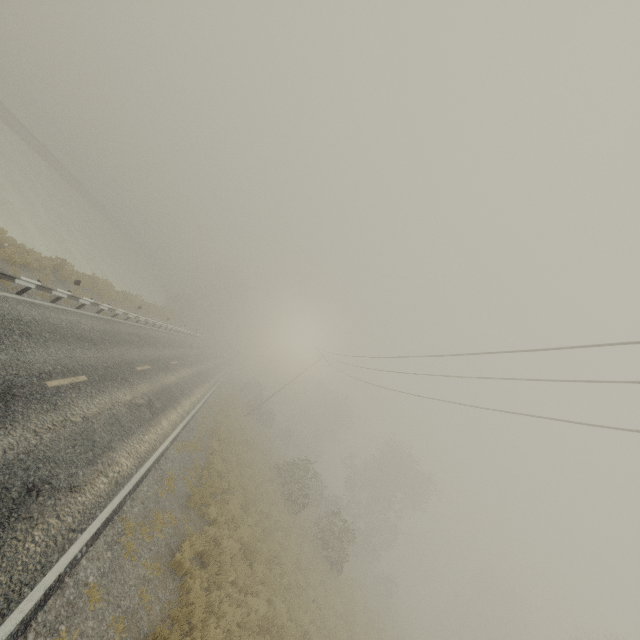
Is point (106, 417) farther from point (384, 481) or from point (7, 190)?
Result: point (384, 481)
